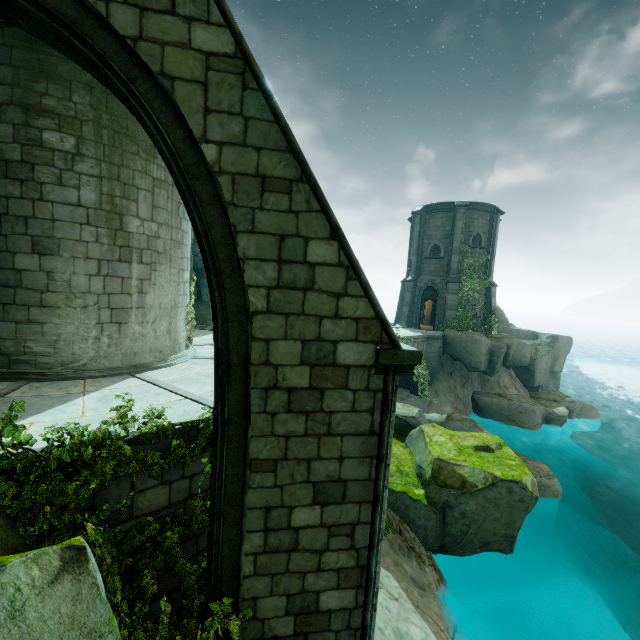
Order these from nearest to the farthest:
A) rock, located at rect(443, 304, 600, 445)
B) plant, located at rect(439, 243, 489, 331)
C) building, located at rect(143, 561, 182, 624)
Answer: building, located at rect(143, 561, 182, 624) → rock, located at rect(443, 304, 600, 445) → plant, located at rect(439, 243, 489, 331)

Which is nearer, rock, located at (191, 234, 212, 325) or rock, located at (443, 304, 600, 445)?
rock, located at (191, 234, 212, 325)

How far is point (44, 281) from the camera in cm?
723

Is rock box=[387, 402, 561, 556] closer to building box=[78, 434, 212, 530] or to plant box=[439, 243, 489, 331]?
building box=[78, 434, 212, 530]

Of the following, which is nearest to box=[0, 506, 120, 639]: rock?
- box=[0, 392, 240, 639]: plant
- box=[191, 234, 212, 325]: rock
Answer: box=[0, 392, 240, 639]: plant

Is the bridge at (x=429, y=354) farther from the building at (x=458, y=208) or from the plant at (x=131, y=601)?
the plant at (x=131, y=601)

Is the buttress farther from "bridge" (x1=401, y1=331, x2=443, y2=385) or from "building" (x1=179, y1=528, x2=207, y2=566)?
"bridge" (x1=401, y1=331, x2=443, y2=385)

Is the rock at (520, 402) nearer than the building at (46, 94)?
No
